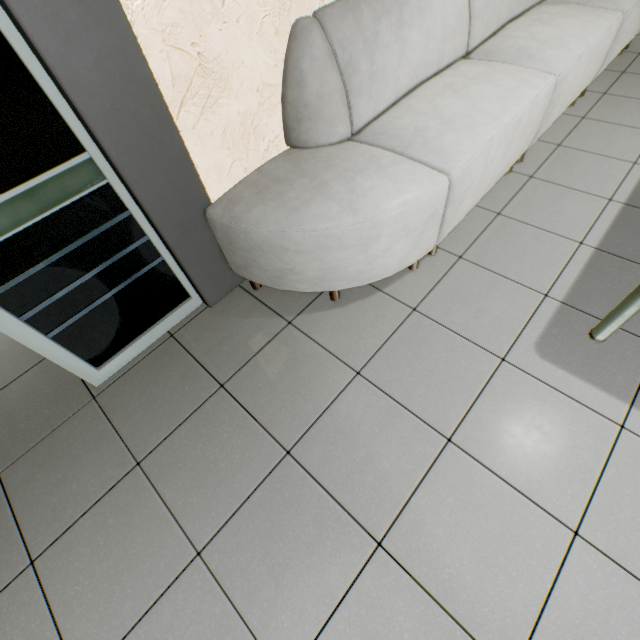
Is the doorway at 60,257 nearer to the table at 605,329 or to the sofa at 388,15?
the sofa at 388,15

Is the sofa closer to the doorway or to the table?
the doorway

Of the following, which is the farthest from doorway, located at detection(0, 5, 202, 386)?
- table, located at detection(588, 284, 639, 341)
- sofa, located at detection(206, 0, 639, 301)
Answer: table, located at detection(588, 284, 639, 341)

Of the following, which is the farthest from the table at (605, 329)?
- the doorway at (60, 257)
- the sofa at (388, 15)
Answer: the doorway at (60, 257)

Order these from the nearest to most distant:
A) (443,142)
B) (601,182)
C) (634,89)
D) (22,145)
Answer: (22,145) < (443,142) < (601,182) < (634,89)
